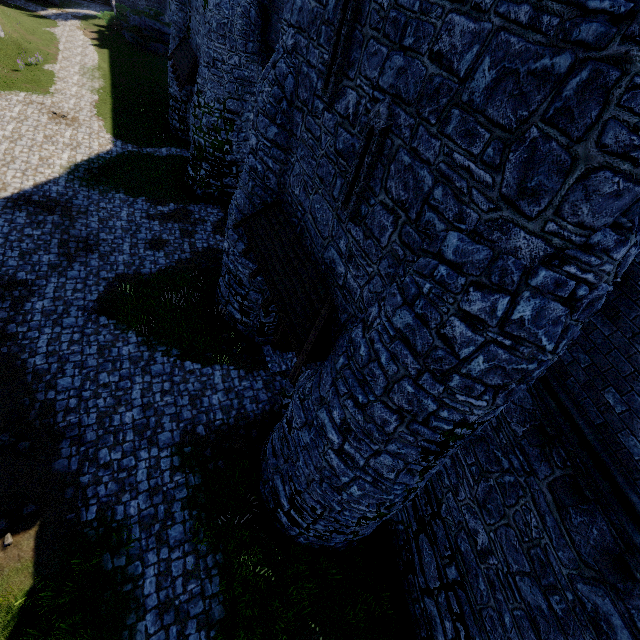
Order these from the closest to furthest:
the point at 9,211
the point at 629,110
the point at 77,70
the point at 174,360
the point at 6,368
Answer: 1. the point at 629,110
2. the point at 6,368
3. the point at 174,360
4. the point at 9,211
5. the point at 77,70

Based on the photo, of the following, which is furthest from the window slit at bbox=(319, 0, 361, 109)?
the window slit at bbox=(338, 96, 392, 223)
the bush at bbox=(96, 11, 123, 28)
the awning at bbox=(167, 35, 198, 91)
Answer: the bush at bbox=(96, 11, 123, 28)

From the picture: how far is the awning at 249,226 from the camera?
7.6m

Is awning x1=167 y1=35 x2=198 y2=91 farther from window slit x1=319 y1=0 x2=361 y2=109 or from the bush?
the bush

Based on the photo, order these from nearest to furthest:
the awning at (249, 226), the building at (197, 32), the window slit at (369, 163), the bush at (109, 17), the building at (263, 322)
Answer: the window slit at (369, 163)
the awning at (249, 226)
the building at (263, 322)
the building at (197, 32)
the bush at (109, 17)

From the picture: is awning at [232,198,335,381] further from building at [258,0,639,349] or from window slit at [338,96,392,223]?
window slit at [338,96,392,223]

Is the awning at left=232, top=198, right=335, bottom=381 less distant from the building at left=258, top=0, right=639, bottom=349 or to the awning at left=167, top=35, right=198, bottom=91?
the building at left=258, top=0, right=639, bottom=349

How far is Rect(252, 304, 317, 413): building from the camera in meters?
10.8 m
